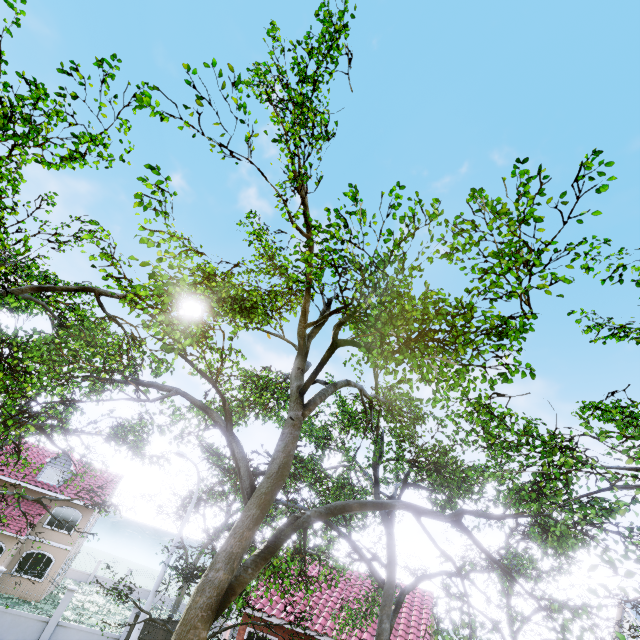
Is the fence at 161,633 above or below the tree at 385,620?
below

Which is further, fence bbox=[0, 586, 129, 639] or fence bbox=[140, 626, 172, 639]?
fence bbox=[0, 586, 129, 639]

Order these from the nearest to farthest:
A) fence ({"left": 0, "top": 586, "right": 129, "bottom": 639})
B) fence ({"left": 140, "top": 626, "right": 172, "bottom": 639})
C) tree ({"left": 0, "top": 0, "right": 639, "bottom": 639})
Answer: tree ({"left": 0, "top": 0, "right": 639, "bottom": 639}), fence ({"left": 140, "top": 626, "right": 172, "bottom": 639}), fence ({"left": 0, "top": 586, "right": 129, "bottom": 639})

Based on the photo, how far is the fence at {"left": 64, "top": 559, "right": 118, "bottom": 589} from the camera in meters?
35.6 m

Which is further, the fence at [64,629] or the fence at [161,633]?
the fence at [64,629]

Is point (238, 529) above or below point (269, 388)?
below

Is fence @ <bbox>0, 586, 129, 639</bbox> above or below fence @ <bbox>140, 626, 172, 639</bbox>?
below

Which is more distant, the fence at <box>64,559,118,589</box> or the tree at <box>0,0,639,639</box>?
the fence at <box>64,559,118,589</box>
